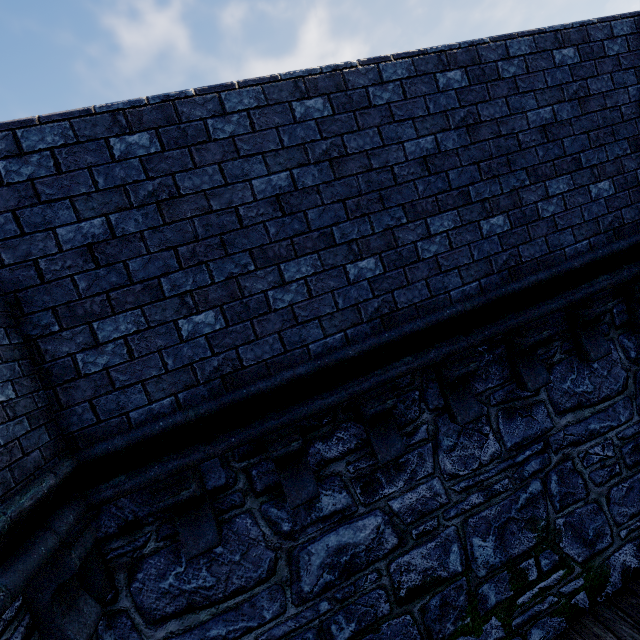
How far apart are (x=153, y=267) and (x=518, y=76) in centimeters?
410cm
